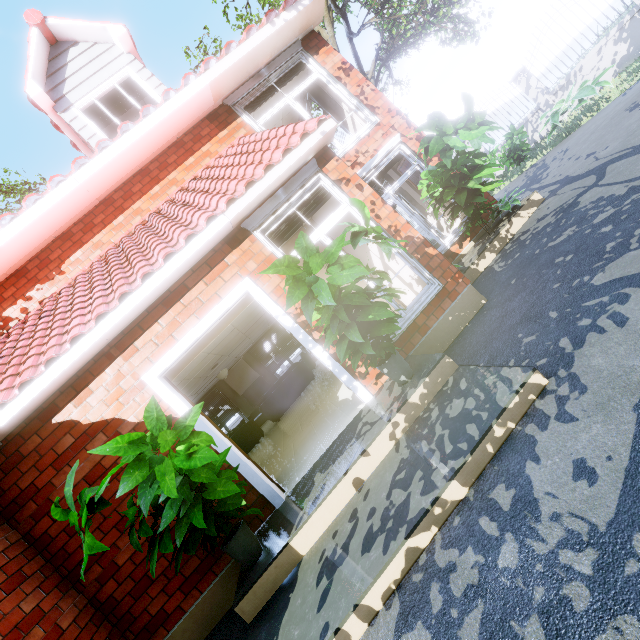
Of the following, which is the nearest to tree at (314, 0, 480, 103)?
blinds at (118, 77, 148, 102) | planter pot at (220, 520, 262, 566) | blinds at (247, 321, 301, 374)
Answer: blinds at (118, 77, 148, 102)

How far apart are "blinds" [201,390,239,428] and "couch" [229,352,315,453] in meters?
5.6

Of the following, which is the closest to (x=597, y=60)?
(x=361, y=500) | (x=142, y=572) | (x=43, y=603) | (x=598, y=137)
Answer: (x=598, y=137)

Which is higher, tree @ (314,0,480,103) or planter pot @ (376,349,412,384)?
tree @ (314,0,480,103)

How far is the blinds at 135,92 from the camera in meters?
6.7

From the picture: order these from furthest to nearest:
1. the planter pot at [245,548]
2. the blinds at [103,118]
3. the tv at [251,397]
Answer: the tv at [251,397]
the blinds at [103,118]
the planter pot at [245,548]

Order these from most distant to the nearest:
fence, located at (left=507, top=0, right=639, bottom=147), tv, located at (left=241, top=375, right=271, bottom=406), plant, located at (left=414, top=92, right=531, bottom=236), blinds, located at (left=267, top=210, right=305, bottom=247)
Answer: tv, located at (left=241, top=375, right=271, bottom=406), fence, located at (left=507, top=0, right=639, bottom=147), plant, located at (left=414, top=92, right=531, bottom=236), blinds, located at (left=267, top=210, right=305, bottom=247)

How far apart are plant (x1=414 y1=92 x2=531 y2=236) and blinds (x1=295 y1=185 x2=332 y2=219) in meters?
3.1 m
